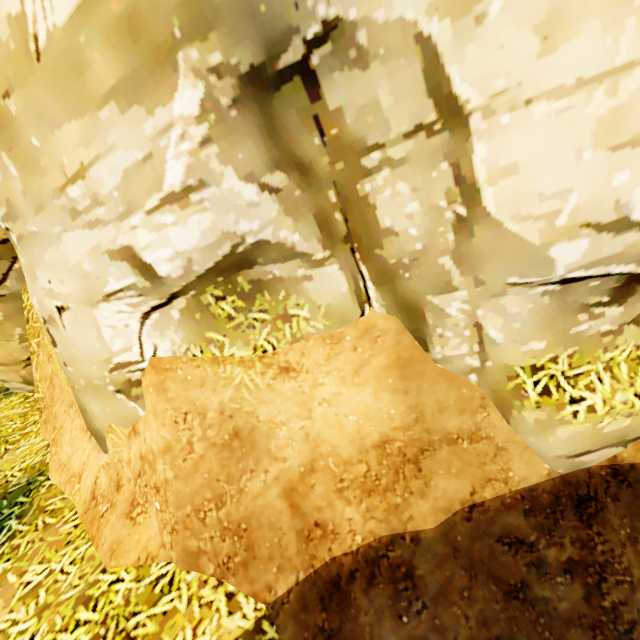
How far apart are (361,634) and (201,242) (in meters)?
3.24
